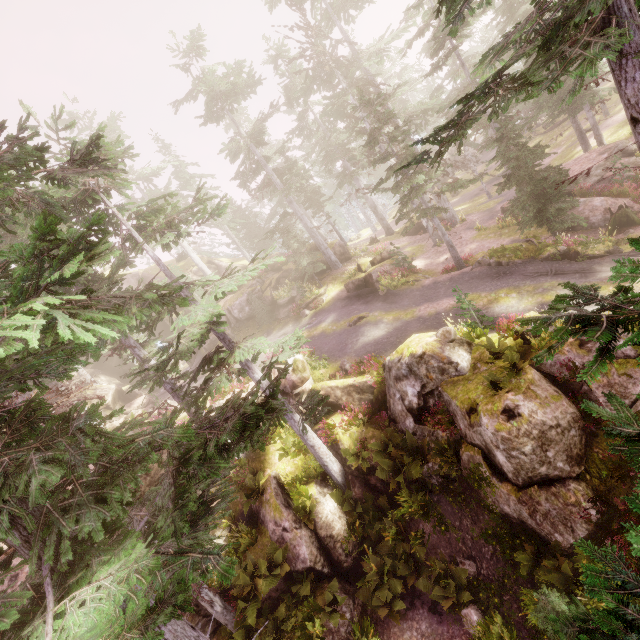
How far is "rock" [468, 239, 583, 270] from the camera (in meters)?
15.93

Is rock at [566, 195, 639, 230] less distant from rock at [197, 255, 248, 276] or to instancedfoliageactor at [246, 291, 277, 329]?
instancedfoliageactor at [246, 291, 277, 329]

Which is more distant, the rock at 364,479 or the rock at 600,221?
the rock at 600,221

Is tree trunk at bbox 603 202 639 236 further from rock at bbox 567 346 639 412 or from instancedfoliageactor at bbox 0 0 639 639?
rock at bbox 567 346 639 412

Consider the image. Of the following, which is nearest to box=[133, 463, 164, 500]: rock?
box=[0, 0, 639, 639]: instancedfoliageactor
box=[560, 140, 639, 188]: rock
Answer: box=[0, 0, 639, 639]: instancedfoliageactor

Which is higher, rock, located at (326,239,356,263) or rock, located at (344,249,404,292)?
rock, located at (326,239,356,263)

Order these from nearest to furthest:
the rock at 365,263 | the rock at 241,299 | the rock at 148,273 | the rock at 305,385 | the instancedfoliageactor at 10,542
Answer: the instancedfoliageactor at 10,542, the rock at 305,385, the rock at 365,263, the rock at 241,299, the rock at 148,273

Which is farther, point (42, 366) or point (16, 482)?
point (42, 366)
